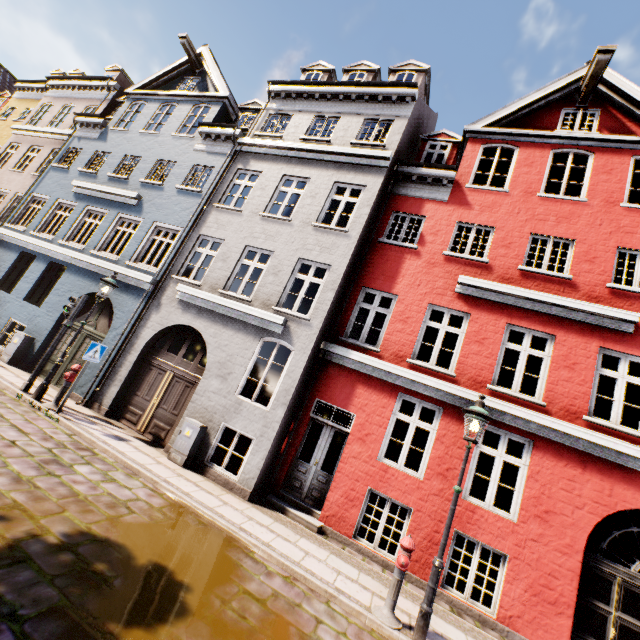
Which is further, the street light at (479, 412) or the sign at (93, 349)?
the sign at (93, 349)

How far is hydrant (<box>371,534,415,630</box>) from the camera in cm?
495

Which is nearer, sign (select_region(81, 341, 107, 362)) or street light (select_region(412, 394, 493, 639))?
street light (select_region(412, 394, 493, 639))

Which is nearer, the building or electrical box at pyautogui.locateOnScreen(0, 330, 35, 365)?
the building

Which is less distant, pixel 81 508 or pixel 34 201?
pixel 81 508

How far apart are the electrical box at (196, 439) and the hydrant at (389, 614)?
5.2 meters

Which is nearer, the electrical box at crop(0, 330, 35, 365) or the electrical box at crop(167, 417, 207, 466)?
the electrical box at crop(167, 417, 207, 466)

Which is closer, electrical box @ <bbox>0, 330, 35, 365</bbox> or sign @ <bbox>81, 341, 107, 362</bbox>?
sign @ <bbox>81, 341, 107, 362</bbox>
